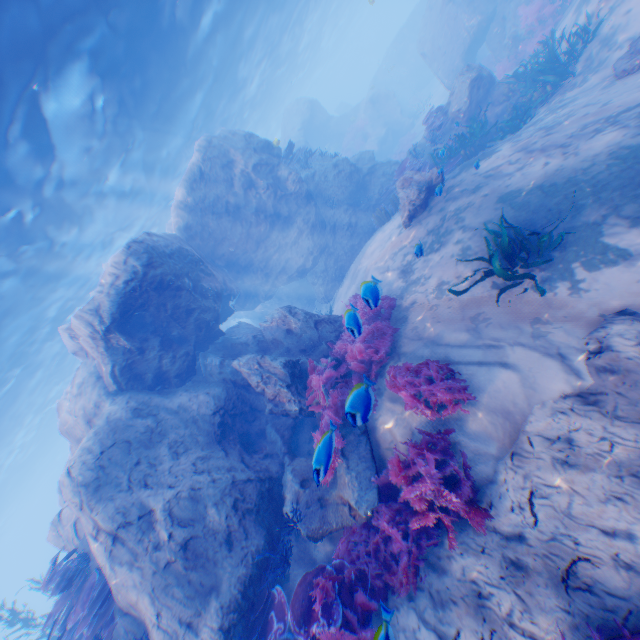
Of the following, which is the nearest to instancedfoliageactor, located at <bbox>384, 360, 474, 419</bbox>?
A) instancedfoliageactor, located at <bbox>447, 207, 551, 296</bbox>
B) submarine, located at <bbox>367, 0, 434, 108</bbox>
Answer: instancedfoliageactor, located at <bbox>447, 207, 551, 296</bbox>

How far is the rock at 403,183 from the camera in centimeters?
924cm

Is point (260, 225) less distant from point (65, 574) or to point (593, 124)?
point (593, 124)

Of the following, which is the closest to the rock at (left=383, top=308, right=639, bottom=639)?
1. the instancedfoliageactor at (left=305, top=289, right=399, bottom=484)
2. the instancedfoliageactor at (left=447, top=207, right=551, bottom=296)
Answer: the instancedfoliageactor at (left=305, top=289, right=399, bottom=484)

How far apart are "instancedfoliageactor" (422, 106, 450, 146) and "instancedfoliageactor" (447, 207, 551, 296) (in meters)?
9.33

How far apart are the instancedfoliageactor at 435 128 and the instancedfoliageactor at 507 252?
9.3m

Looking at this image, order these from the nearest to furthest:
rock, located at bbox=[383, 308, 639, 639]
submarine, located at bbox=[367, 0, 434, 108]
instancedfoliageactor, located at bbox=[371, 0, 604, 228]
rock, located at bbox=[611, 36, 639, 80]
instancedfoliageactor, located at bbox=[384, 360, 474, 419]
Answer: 1. rock, located at bbox=[383, 308, 639, 639]
2. instancedfoliageactor, located at bbox=[384, 360, 474, 419]
3. rock, located at bbox=[611, 36, 639, 80]
4. instancedfoliageactor, located at bbox=[371, 0, 604, 228]
5. submarine, located at bbox=[367, 0, 434, 108]

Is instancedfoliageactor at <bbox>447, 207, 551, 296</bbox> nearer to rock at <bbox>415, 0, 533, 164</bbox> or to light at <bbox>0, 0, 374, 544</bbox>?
rock at <bbox>415, 0, 533, 164</bbox>
